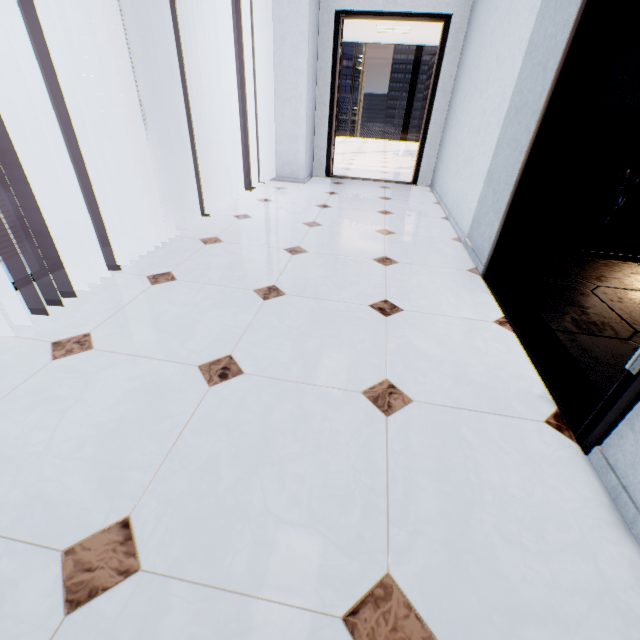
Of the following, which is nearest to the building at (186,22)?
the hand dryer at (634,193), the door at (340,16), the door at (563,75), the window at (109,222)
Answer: the door at (340,16)

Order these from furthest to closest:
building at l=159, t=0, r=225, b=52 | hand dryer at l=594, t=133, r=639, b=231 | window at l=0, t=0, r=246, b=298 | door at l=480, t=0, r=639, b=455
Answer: building at l=159, t=0, r=225, b=52 < hand dryer at l=594, t=133, r=639, b=231 < window at l=0, t=0, r=246, b=298 < door at l=480, t=0, r=639, b=455

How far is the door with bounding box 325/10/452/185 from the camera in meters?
4.3

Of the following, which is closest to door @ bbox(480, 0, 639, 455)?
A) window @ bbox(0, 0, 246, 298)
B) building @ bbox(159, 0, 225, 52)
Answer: window @ bbox(0, 0, 246, 298)

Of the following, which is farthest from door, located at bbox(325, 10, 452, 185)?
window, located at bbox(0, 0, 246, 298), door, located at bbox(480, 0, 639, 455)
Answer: door, located at bbox(480, 0, 639, 455)

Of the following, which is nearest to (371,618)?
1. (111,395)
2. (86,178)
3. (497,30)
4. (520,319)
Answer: (111,395)

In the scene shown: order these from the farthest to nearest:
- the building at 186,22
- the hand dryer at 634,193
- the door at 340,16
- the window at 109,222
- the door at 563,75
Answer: the building at 186,22
the door at 340,16
the hand dryer at 634,193
the window at 109,222
the door at 563,75

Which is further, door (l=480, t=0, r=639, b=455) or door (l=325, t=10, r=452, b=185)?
door (l=325, t=10, r=452, b=185)
